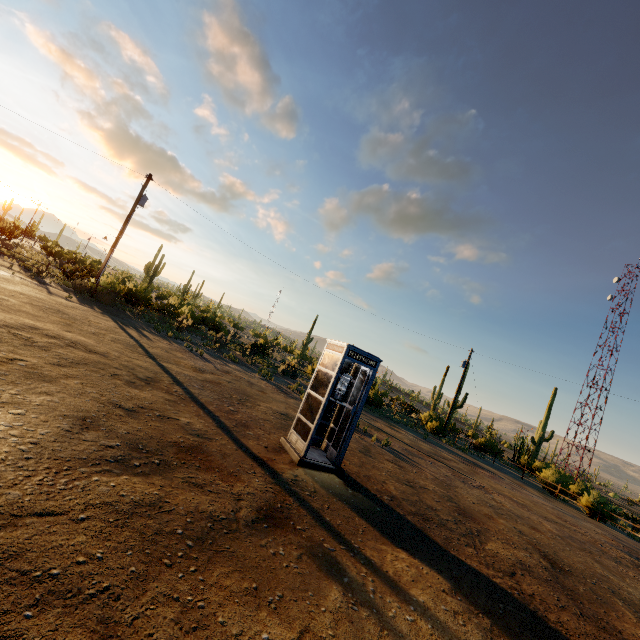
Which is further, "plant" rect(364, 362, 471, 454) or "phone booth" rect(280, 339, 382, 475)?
"plant" rect(364, 362, 471, 454)

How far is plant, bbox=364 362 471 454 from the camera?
25.5m

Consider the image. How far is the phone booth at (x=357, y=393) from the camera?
6.8m

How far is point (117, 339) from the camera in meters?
10.7

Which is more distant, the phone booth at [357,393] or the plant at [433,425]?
the plant at [433,425]

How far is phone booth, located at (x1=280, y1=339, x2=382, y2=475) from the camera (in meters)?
6.83
